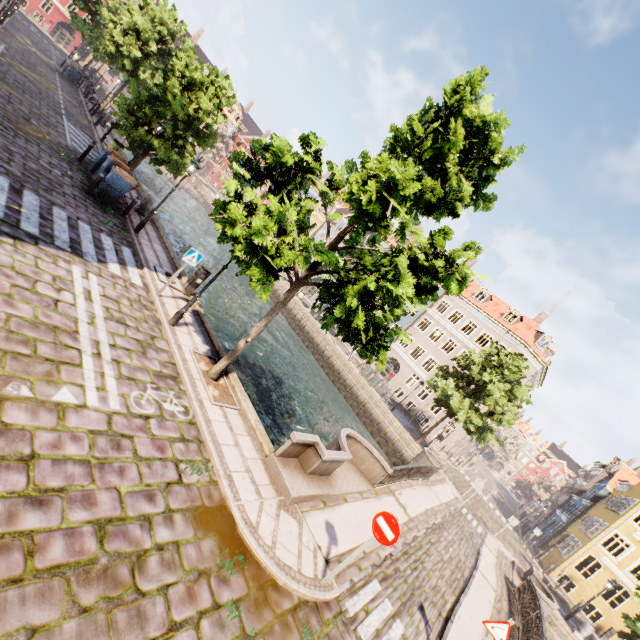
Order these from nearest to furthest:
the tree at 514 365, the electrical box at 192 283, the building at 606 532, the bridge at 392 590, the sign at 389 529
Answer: the sign at 389 529 → the bridge at 392 590 → the electrical box at 192 283 → the tree at 514 365 → the building at 606 532

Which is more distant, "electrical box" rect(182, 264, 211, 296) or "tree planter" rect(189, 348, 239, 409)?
"electrical box" rect(182, 264, 211, 296)

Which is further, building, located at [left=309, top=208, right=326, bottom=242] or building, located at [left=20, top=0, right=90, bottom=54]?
building, located at [left=309, top=208, right=326, bottom=242]

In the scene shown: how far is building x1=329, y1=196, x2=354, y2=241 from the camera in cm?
5134

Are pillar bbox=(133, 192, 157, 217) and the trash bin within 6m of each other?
yes

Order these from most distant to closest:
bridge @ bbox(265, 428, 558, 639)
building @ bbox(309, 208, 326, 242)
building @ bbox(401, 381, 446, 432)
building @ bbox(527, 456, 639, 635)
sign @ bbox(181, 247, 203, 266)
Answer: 1. building @ bbox(309, 208, 326, 242)
2. building @ bbox(401, 381, 446, 432)
3. building @ bbox(527, 456, 639, 635)
4. sign @ bbox(181, 247, 203, 266)
5. bridge @ bbox(265, 428, 558, 639)

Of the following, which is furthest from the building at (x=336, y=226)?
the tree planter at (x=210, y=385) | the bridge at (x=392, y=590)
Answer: the tree planter at (x=210, y=385)

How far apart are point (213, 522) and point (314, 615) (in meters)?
2.44
